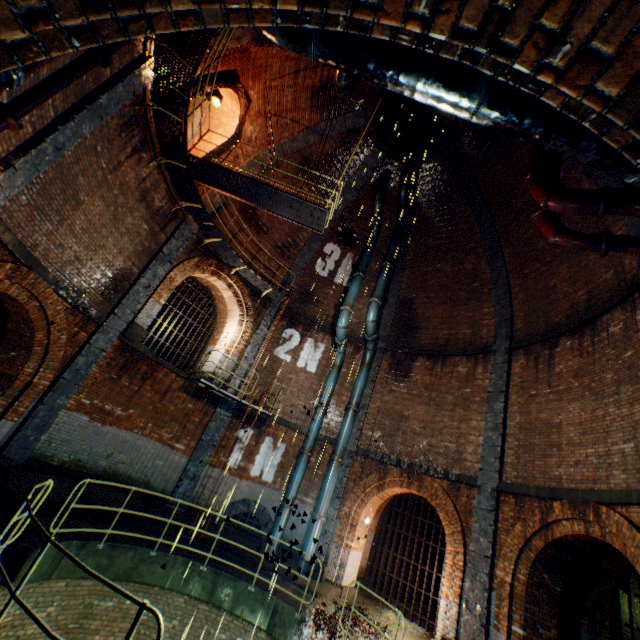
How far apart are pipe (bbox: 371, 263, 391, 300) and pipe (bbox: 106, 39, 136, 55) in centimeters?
1065cm

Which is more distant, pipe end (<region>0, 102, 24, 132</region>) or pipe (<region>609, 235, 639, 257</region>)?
pipe (<region>609, 235, 639, 257</region>)

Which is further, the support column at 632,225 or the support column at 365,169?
the support column at 365,169

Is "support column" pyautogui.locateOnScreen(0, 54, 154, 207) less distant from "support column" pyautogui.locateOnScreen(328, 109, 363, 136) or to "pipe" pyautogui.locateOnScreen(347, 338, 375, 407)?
"support column" pyautogui.locateOnScreen(328, 109, 363, 136)

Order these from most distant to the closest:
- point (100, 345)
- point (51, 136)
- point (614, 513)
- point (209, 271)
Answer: point (209, 271)
point (100, 345)
point (614, 513)
point (51, 136)

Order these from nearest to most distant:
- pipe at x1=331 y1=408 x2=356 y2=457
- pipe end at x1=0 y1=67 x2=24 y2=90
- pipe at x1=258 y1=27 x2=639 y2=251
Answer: pipe end at x1=0 y1=67 x2=24 y2=90, pipe at x1=258 y1=27 x2=639 y2=251, pipe at x1=331 y1=408 x2=356 y2=457

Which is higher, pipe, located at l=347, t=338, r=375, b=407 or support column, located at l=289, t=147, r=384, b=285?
support column, located at l=289, t=147, r=384, b=285

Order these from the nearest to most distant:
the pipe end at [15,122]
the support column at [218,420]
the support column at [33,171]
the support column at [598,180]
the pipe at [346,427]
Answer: the pipe end at [15,122] < the support column at [33,171] < the support column at [598,180] < the support column at [218,420] < the pipe at [346,427]
